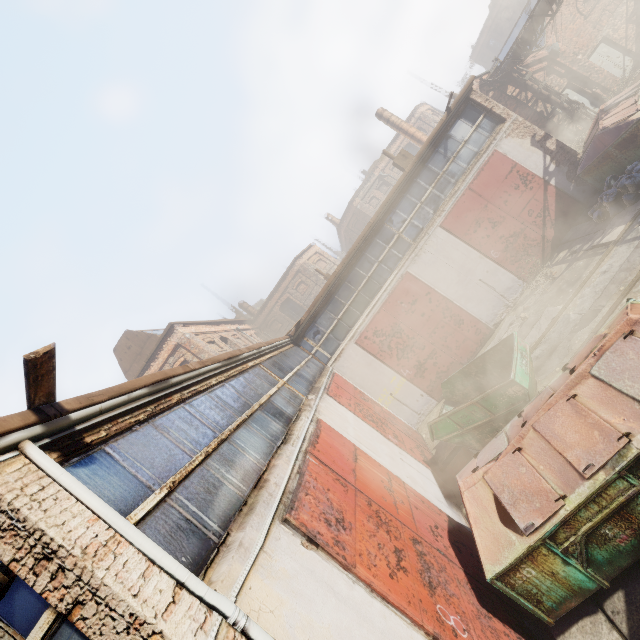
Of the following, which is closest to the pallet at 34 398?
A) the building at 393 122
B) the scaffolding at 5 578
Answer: the scaffolding at 5 578

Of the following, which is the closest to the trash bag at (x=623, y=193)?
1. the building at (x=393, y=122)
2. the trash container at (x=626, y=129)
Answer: the trash container at (x=626, y=129)

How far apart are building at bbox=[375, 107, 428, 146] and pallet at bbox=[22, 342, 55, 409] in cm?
2851

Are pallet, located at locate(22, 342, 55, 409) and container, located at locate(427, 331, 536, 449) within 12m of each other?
yes

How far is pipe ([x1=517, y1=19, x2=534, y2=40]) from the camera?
15.0m

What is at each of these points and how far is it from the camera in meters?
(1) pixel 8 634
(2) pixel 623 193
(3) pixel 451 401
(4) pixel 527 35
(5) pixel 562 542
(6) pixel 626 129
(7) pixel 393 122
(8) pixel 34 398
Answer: (1) scaffolding, 2.2
(2) trash bag, 10.1
(3) container, 10.5
(4) pipe, 15.3
(5) trash container, 4.2
(6) trash container, 10.2
(7) building, 25.5
(8) pallet, 2.8

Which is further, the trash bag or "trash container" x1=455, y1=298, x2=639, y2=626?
the trash bag

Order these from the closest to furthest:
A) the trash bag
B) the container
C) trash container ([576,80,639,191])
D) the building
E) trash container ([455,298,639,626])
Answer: trash container ([455,298,639,626])
the container
the trash bag
trash container ([576,80,639,191])
the building
